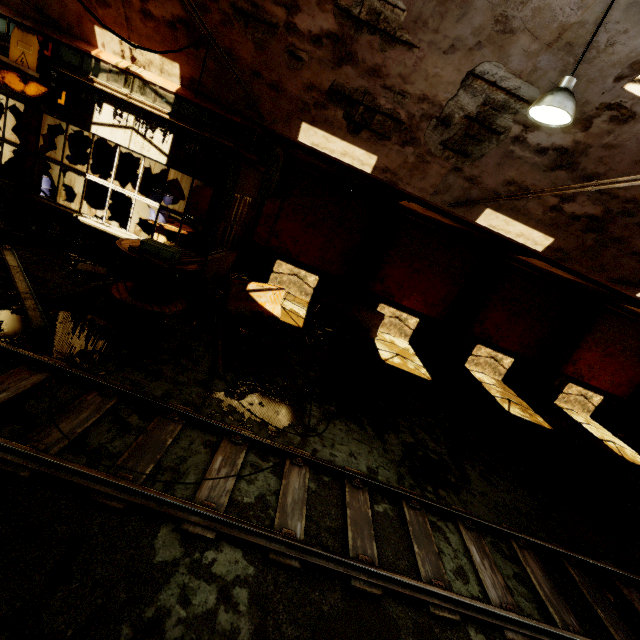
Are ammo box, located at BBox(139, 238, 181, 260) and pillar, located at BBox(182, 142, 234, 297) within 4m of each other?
yes

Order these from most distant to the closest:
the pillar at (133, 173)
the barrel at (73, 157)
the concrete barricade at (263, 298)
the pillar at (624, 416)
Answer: the pillar at (624, 416), the pillar at (133, 173), the barrel at (73, 157), the concrete barricade at (263, 298)

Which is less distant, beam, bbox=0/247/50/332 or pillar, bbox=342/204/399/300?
beam, bbox=0/247/50/332

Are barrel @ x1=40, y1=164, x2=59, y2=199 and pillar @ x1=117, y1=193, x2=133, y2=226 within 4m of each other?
yes

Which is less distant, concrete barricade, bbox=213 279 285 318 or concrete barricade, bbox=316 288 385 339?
concrete barricade, bbox=213 279 285 318

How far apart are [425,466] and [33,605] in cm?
584

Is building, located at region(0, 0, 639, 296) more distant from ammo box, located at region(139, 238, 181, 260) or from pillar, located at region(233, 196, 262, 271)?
pillar, located at region(233, 196, 262, 271)

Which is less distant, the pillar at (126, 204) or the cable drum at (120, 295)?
the cable drum at (120, 295)
